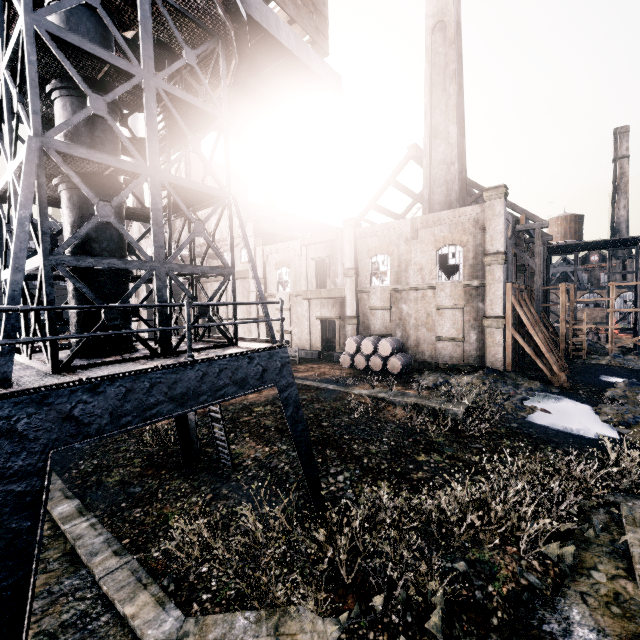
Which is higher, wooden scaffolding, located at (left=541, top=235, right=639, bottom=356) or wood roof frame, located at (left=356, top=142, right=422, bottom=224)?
wood roof frame, located at (left=356, top=142, right=422, bottom=224)

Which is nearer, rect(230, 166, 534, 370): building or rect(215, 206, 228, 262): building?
rect(230, 166, 534, 370): building

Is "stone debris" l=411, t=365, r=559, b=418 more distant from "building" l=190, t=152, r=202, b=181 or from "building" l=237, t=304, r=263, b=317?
"building" l=237, t=304, r=263, b=317

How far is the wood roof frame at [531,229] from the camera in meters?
28.3

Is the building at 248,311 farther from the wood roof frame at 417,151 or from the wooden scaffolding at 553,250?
the wooden scaffolding at 553,250

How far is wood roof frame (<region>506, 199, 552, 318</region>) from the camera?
28.3 meters

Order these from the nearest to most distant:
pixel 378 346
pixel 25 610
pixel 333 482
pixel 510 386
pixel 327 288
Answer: pixel 25 610
pixel 333 482
pixel 510 386
pixel 378 346
pixel 327 288

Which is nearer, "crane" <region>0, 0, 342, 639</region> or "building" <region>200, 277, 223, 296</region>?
"crane" <region>0, 0, 342, 639</region>
